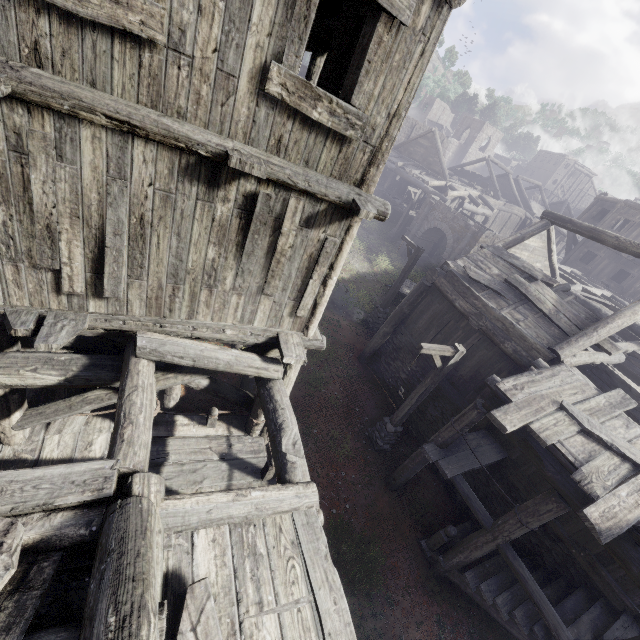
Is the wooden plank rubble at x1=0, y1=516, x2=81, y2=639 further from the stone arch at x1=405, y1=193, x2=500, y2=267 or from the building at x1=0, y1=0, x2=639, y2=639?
the stone arch at x1=405, y1=193, x2=500, y2=267

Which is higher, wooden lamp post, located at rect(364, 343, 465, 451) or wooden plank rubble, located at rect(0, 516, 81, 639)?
wooden plank rubble, located at rect(0, 516, 81, 639)

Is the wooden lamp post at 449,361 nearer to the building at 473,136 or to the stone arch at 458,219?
the building at 473,136

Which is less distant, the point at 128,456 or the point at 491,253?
the point at 128,456

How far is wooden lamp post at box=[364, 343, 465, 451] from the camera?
8.6m

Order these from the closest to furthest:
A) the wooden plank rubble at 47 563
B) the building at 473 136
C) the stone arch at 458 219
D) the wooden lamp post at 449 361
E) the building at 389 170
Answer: the wooden plank rubble at 47 563, the building at 389 170, the wooden lamp post at 449 361, the stone arch at 458 219, the building at 473 136

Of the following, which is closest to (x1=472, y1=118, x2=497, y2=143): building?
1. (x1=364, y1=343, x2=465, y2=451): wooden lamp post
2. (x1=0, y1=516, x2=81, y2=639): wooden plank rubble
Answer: (x1=0, y1=516, x2=81, y2=639): wooden plank rubble
